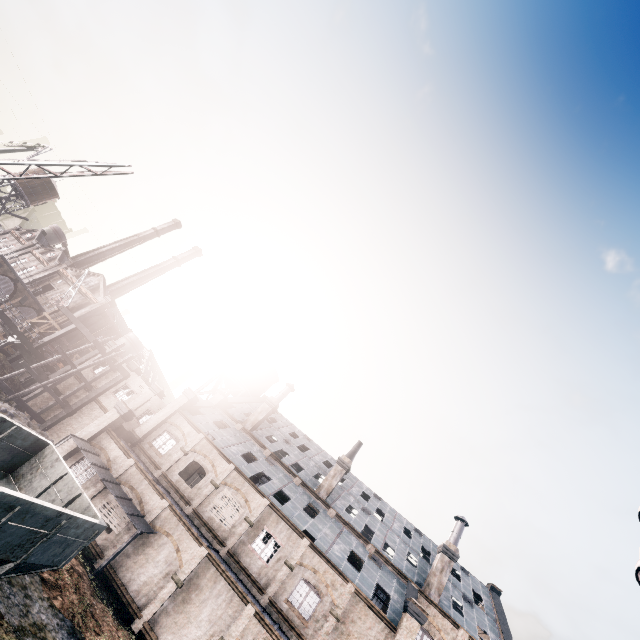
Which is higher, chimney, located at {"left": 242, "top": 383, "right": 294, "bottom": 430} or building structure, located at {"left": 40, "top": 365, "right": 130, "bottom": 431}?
chimney, located at {"left": 242, "top": 383, "right": 294, "bottom": 430}

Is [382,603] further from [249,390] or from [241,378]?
[241,378]

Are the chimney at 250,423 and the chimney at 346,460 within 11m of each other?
yes

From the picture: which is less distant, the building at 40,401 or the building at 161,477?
the building at 161,477

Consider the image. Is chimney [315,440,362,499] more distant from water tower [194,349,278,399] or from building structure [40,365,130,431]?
building structure [40,365,130,431]

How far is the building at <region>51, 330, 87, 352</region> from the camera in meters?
54.0

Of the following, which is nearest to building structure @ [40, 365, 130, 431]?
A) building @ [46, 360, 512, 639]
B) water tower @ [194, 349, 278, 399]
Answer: building @ [46, 360, 512, 639]

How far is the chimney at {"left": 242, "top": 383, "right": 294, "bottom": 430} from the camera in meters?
37.8 m
